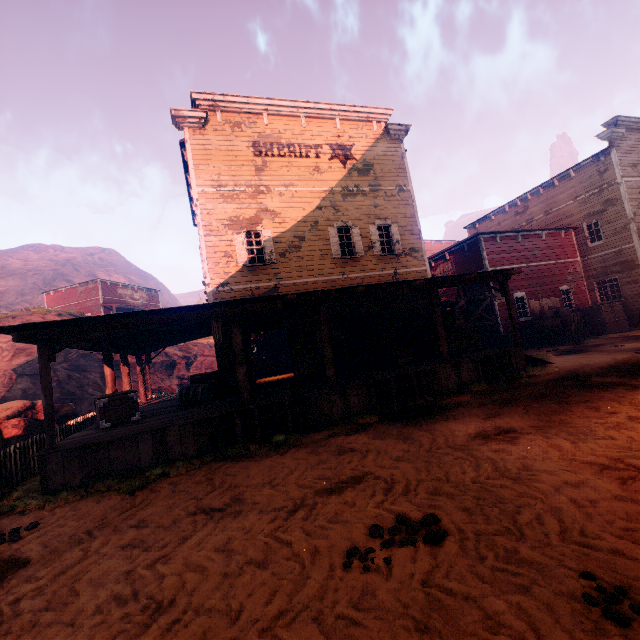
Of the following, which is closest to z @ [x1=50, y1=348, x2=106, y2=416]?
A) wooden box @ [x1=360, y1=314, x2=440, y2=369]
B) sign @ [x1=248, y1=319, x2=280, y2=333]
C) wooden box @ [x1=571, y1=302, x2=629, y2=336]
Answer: wooden box @ [x1=571, y1=302, x2=629, y2=336]

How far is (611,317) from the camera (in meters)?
18.55

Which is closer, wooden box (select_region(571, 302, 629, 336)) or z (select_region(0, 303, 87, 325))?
wooden box (select_region(571, 302, 629, 336))

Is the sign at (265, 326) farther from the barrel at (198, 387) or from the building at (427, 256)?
the barrel at (198, 387)

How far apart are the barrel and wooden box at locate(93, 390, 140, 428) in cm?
125

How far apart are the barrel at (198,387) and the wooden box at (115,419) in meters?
1.2

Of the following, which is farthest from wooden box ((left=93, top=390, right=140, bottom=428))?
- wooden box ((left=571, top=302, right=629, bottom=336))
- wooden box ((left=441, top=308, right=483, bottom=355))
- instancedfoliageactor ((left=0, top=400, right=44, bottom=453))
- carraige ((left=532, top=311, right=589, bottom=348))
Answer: wooden box ((left=571, top=302, right=629, bottom=336))

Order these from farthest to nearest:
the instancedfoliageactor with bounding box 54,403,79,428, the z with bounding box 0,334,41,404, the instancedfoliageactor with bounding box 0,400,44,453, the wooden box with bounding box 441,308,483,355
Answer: the z with bounding box 0,334,41,404 < the instancedfoliageactor with bounding box 54,403,79,428 < the wooden box with bounding box 441,308,483,355 < the instancedfoliageactor with bounding box 0,400,44,453
